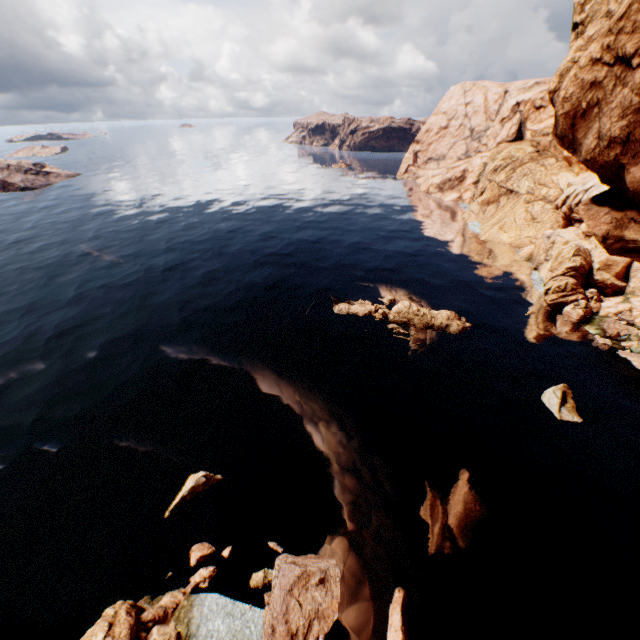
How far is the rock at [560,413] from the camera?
29.8m

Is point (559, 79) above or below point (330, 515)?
above

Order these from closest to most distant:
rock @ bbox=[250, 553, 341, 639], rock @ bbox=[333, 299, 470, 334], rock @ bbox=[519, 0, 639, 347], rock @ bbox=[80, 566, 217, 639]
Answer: rock @ bbox=[519, 0, 639, 347]
rock @ bbox=[80, 566, 217, 639]
rock @ bbox=[250, 553, 341, 639]
rock @ bbox=[333, 299, 470, 334]

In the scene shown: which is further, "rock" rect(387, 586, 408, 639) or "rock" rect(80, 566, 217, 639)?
"rock" rect(387, 586, 408, 639)

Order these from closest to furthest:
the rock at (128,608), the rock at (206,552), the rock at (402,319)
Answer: the rock at (128,608) < the rock at (206,552) < the rock at (402,319)

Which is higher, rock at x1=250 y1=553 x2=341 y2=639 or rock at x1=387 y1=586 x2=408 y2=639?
rock at x1=250 y1=553 x2=341 y2=639

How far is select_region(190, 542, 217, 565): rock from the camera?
20.8m
